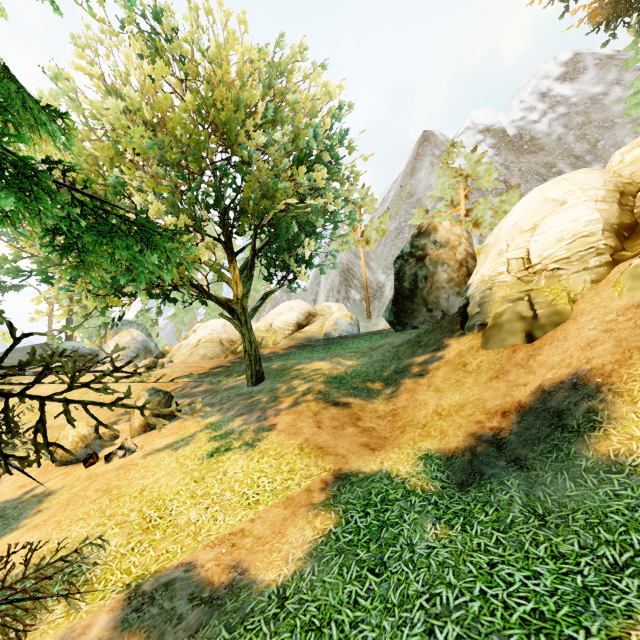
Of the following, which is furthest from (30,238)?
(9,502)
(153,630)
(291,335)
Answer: (291,335)

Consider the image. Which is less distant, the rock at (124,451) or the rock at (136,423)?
the rock at (124,451)

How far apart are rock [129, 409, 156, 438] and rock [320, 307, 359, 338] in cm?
1286

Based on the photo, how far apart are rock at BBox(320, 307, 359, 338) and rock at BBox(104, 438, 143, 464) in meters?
15.4 m

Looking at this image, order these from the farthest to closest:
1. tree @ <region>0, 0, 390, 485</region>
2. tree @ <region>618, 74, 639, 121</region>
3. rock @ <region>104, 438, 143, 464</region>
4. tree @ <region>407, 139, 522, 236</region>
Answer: tree @ <region>407, 139, 522, 236</region> < tree @ <region>618, 74, 639, 121</region> < rock @ <region>104, 438, 143, 464</region> < tree @ <region>0, 0, 390, 485</region>

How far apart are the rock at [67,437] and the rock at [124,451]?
1.2m

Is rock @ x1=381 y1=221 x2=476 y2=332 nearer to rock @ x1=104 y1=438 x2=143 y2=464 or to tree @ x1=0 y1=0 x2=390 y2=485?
tree @ x1=0 y1=0 x2=390 y2=485

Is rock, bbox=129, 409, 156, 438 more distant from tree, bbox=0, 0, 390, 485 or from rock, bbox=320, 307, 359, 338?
rock, bbox=320, 307, 359, 338
